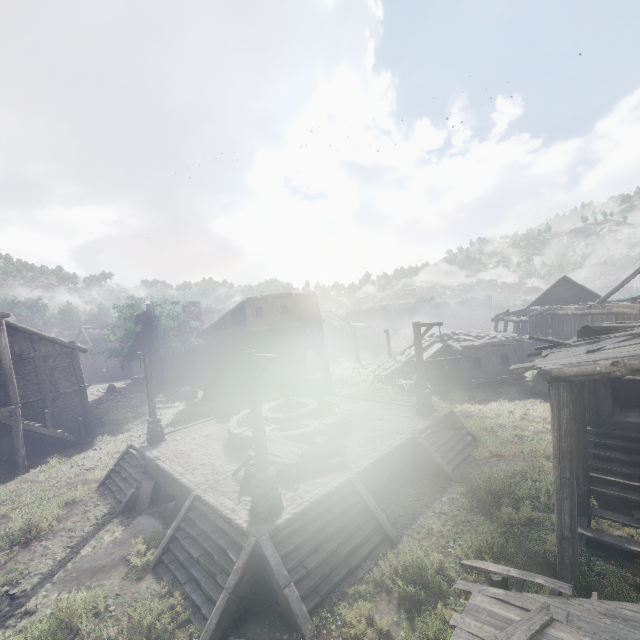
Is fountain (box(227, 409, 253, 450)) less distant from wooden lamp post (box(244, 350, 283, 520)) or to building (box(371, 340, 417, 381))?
wooden lamp post (box(244, 350, 283, 520))

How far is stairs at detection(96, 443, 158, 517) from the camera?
13.3m

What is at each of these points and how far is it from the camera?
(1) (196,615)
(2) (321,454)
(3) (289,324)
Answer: (1) stairs, 8.0 meters
(2) broken furniture, 12.2 meters
(3) building, 30.0 meters

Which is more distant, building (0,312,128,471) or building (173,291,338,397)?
building (173,291,338,397)

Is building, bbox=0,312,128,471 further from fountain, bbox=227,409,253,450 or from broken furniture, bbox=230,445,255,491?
fountain, bbox=227,409,253,450

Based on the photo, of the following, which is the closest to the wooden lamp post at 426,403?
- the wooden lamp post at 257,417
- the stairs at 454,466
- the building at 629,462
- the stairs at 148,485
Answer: the stairs at 454,466

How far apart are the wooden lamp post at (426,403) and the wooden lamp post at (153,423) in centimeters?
1306cm

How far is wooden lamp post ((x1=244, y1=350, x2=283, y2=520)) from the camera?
9.2 meters
